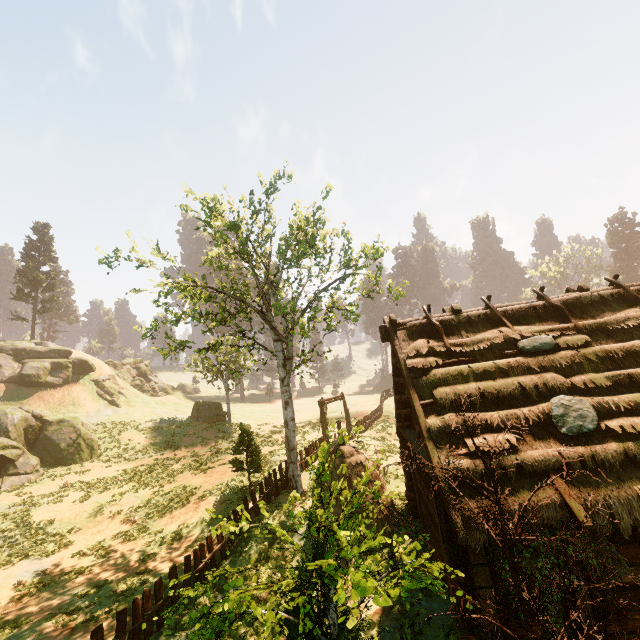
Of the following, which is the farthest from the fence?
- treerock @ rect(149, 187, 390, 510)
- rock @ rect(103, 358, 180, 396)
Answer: rock @ rect(103, 358, 180, 396)

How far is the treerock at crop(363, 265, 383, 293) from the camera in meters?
15.2

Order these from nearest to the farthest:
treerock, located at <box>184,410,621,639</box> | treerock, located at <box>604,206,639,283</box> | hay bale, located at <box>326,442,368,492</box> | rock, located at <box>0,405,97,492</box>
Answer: treerock, located at <box>184,410,621,639</box>, hay bale, located at <box>326,442,368,492</box>, rock, located at <box>0,405,97,492</box>, treerock, located at <box>604,206,639,283</box>

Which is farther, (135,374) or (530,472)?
(135,374)

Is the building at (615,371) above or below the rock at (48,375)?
below

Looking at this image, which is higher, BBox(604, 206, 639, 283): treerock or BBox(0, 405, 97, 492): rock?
BBox(604, 206, 639, 283): treerock

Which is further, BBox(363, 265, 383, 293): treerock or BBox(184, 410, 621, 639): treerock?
BBox(363, 265, 383, 293): treerock

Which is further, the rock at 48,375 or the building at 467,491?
the rock at 48,375
